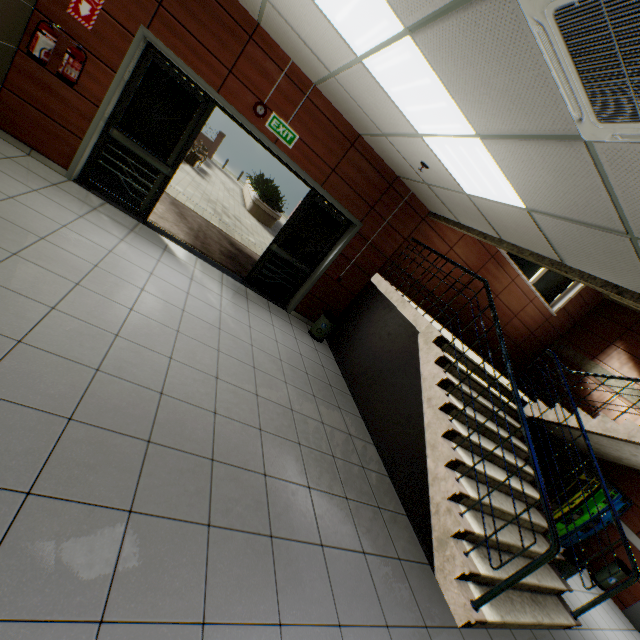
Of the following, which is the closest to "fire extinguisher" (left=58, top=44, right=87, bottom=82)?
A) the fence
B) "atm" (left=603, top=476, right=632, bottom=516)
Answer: "atm" (left=603, top=476, right=632, bottom=516)

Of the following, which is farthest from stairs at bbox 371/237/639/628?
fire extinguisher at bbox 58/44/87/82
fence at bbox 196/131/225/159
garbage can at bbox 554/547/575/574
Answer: fence at bbox 196/131/225/159

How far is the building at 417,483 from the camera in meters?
3.9

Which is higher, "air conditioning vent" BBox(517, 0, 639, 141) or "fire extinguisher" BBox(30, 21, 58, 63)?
"air conditioning vent" BBox(517, 0, 639, 141)

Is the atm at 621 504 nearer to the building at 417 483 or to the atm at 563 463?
the atm at 563 463

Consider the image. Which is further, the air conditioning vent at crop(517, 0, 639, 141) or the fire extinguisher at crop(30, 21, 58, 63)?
the fire extinguisher at crop(30, 21, 58, 63)

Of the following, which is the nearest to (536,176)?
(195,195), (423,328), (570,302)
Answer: (423,328)

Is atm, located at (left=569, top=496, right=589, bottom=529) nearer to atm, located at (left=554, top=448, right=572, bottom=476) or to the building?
atm, located at (left=554, top=448, right=572, bottom=476)
